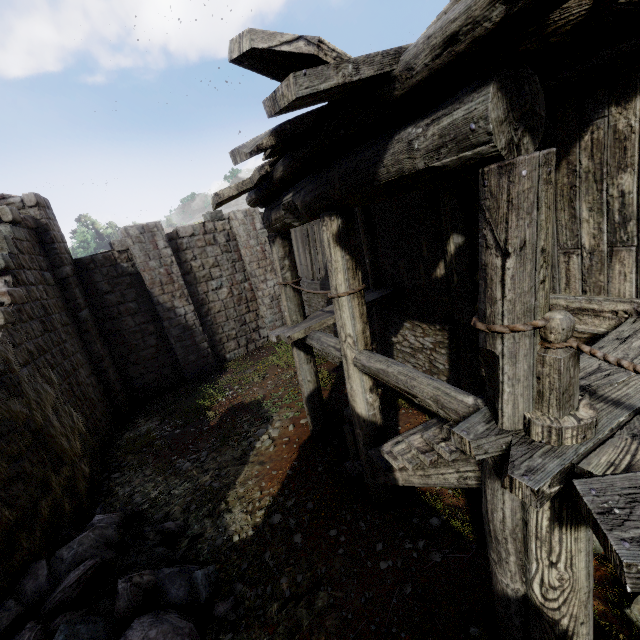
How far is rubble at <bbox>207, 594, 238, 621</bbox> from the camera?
4.0 meters

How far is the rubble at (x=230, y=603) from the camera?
4.0 meters

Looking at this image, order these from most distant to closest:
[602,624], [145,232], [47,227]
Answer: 1. [145,232]
2. [47,227]
3. [602,624]

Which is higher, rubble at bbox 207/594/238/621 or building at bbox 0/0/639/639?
building at bbox 0/0/639/639

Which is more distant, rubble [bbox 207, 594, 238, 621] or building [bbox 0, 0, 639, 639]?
rubble [bbox 207, 594, 238, 621]

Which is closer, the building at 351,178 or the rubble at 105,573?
the building at 351,178
